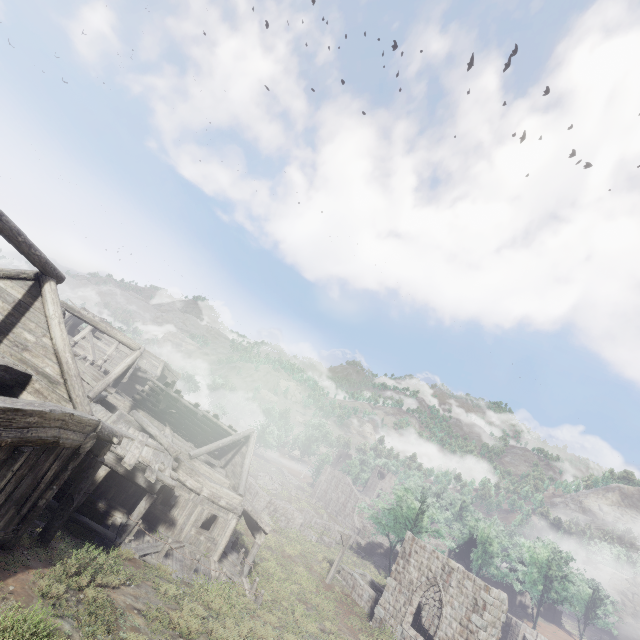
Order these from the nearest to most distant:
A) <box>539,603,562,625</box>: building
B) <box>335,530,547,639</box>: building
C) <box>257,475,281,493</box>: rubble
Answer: <box>335,530,547,639</box>: building, <box>539,603,562,625</box>: building, <box>257,475,281,493</box>: rubble

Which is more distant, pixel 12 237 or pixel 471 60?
pixel 471 60

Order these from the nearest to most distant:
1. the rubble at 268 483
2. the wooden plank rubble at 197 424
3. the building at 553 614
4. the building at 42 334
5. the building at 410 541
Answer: the building at 42 334
the building at 410 541
the wooden plank rubble at 197 424
the building at 553 614
the rubble at 268 483

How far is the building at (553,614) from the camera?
46.41m

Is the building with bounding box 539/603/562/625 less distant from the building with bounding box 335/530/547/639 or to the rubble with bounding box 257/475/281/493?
the building with bounding box 335/530/547/639

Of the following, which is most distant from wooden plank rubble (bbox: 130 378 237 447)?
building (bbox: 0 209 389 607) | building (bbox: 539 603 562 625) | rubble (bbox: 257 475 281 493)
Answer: building (bbox: 539 603 562 625)

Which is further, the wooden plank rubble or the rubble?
the rubble

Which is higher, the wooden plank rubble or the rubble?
the wooden plank rubble
